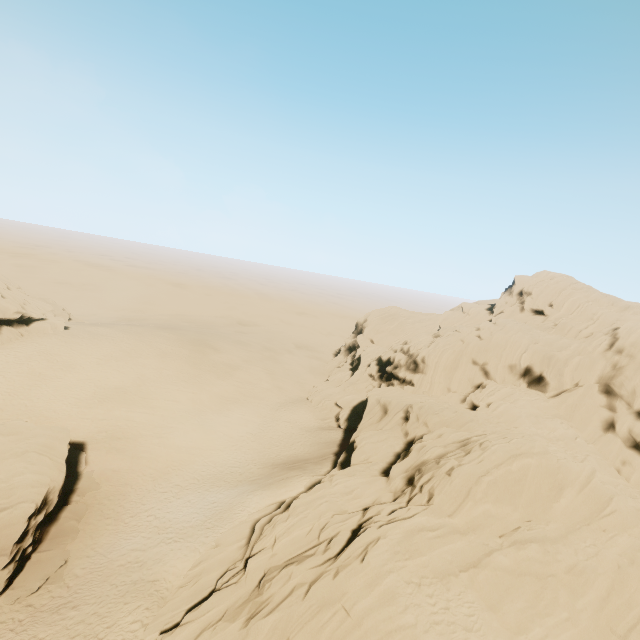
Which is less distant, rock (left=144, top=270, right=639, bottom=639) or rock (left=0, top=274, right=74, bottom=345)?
rock (left=144, top=270, right=639, bottom=639)

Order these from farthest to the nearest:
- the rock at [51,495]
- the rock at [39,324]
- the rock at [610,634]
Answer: the rock at [39,324], the rock at [51,495], the rock at [610,634]

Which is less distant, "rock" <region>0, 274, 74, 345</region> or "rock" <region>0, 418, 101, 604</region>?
"rock" <region>0, 418, 101, 604</region>

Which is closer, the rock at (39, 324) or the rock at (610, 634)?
the rock at (610, 634)

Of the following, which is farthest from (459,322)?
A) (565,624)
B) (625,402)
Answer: (565,624)

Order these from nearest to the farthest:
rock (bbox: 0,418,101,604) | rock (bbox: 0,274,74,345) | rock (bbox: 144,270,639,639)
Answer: rock (bbox: 144,270,639,639) → rock (bbox: 0,418,101,604) → rock (bbox: 0,274,74,345)
